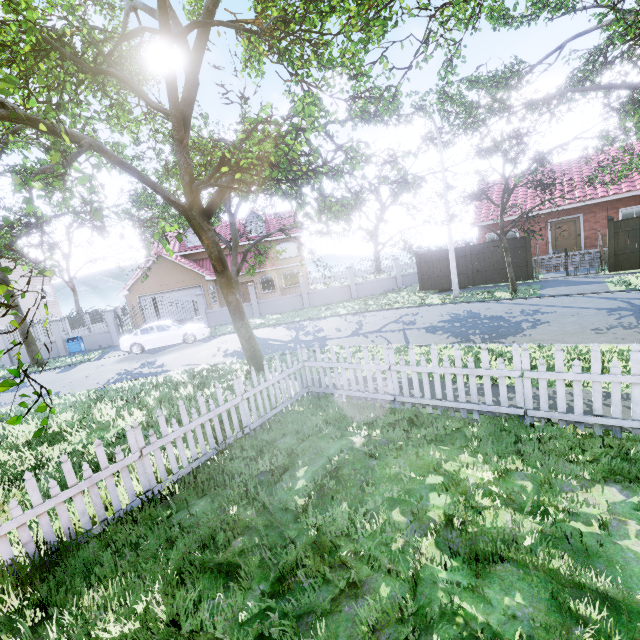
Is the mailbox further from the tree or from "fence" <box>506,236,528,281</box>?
"fence" <box>506,236,528,281</box>

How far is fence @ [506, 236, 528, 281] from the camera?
17.0 meters

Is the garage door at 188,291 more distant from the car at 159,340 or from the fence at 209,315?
the car at 159,340

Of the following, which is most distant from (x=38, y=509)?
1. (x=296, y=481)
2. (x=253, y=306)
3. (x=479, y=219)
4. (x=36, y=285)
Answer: (x=36, y=285)

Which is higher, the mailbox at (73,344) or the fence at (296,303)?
the mailbox at (73,344)

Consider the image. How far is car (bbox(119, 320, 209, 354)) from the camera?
17.20m

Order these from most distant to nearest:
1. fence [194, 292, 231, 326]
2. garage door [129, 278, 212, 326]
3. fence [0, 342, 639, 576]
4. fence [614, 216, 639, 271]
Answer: garage door [129, 278, 212, 326] → fence [194, 292, 231, 326] → fence [614, 216, 639, 271] → fence [0, 342, 639, 576]
